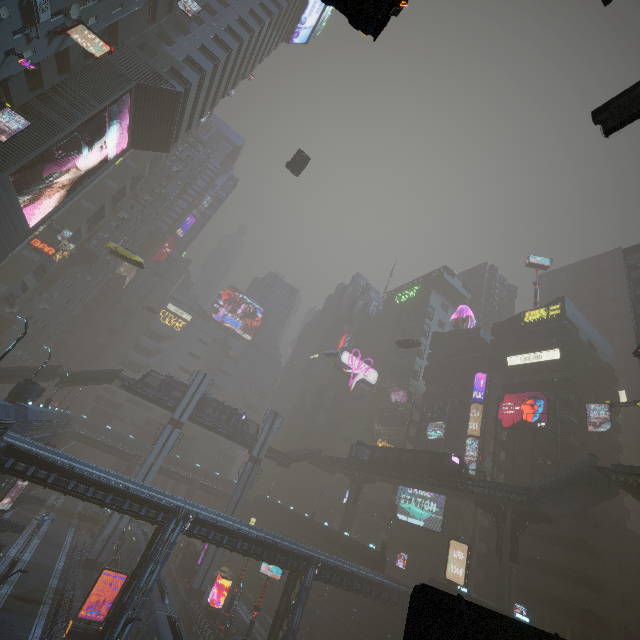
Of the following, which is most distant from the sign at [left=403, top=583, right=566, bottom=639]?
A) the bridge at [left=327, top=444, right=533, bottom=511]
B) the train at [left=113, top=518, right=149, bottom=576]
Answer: the train at [left=113, top=518, right=149, bottom=576]

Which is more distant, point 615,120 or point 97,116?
A: point 97,116

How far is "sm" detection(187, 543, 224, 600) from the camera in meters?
43.9

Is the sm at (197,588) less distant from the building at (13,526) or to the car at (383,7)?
the building at (13,526)

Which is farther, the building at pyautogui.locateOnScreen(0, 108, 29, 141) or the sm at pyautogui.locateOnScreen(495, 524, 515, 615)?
the sm at pyautogui.locateOnScreen(495, 524, 515, 615)

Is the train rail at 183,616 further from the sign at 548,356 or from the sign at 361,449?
the sign at 548,356

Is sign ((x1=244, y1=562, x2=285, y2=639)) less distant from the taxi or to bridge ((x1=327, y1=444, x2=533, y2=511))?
bridge ((x1=327, y1=444, x2=533, y2=511))

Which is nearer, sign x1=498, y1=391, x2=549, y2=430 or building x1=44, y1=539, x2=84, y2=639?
building x1=44, y1=539, x2=84, y2=639
